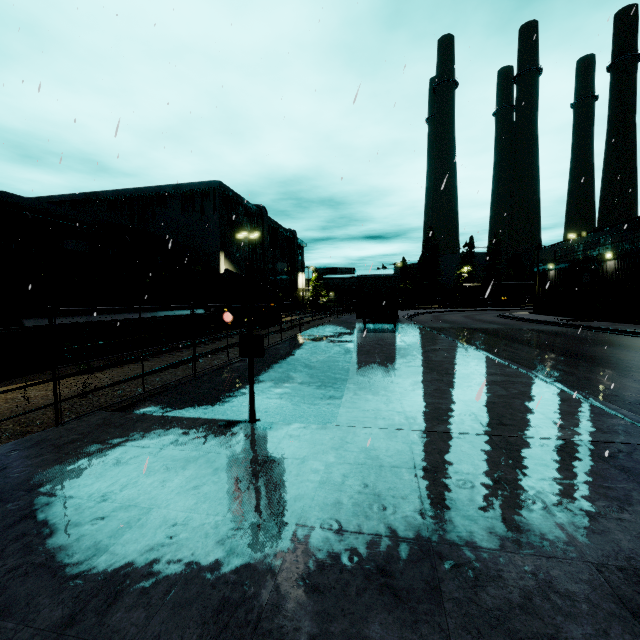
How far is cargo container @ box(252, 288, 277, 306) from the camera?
27.5m

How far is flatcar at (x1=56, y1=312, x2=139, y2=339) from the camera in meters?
11.2 m

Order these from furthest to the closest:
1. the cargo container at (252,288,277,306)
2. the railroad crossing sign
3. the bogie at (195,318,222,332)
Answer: the cargo container at (252,288,277,306) < the bogie at (195,318,222,332) < the railroad crossing sign

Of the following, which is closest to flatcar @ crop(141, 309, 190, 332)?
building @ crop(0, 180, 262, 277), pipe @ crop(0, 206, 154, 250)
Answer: pipe @ crop(0, 206, 154, 250)

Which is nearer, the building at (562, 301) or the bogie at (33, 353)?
the bogie at (33, 353)

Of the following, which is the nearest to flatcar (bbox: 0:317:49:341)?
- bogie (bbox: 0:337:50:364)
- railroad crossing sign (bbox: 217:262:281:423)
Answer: bogie (bbox: 0:337:50:364)

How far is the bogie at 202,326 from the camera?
19.1m

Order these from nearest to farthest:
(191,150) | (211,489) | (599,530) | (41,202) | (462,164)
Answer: (599,530)
(211,489)
(191,150)
(462,164)
(41,202)
